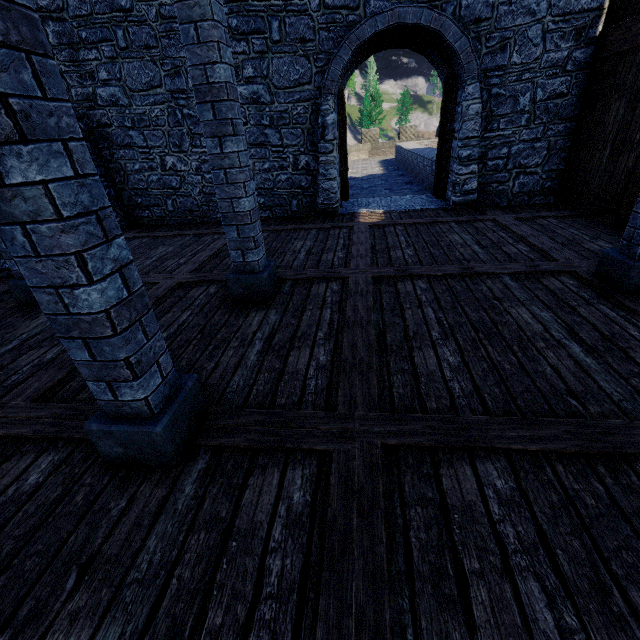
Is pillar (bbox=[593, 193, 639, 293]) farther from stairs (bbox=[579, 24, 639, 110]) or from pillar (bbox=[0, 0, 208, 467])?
pillar (bbox=[0, 0, 208, 467])

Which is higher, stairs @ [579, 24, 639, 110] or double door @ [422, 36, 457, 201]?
stairs @ [579, 24, 639, 110]

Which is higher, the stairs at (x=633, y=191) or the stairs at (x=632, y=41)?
the stairs at (x=632, y=41)

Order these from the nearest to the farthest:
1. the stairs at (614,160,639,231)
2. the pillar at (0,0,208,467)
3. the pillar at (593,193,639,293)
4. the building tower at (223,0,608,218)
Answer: the pillar at (0,0,208,467) → the pillar at (593,193,639,293) → the stairs at (614,160,639,231) → the building tower at (223,0,608,218)

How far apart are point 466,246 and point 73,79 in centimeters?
970cm

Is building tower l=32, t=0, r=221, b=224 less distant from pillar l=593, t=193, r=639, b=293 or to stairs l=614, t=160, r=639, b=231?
stairs l=614, t=160, r=639, b=231

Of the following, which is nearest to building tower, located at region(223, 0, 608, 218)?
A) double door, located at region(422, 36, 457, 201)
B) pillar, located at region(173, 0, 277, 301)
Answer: double door, located at region(422, 36, 457, 201)

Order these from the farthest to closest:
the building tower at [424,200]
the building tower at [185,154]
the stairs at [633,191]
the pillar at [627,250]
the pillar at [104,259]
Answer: the building tower at [185,154]
the building tower at [424,200]
the stairs at [633,191]
the pillar at [627,250]
the pillar at [104,259]
